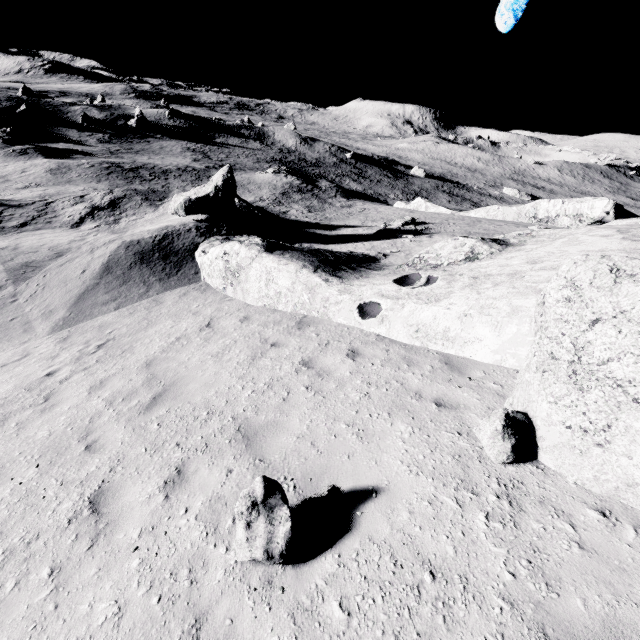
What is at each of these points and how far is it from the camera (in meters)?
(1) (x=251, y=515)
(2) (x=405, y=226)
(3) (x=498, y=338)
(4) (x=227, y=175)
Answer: (1) stone, 3.45
(2) stone, 24.95
(3) stone, 6.08
(4) stone, 18.48

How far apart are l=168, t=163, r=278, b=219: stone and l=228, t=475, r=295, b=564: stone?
18.0 meters

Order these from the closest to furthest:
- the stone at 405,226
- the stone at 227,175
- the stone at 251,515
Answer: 1. the stone at 251,515
2. the stone at 227,175
3. the stone at 405,226

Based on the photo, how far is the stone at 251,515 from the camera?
3.3 meters

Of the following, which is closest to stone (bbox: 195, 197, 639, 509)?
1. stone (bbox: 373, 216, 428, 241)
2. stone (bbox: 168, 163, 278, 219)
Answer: stone (bbox: 168, 163, 278, 219)

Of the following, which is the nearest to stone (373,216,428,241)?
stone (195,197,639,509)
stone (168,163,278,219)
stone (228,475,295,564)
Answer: stone (195,197,639,509)

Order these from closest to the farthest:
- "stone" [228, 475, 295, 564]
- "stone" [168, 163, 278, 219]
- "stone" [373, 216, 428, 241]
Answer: "stone" [228, 475, 295, 564], "stone" [168, 163, 278, 219], "stone" [373, 216, 428, 241]

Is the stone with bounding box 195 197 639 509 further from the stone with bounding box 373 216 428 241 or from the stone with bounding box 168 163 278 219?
the stone with bounding box 373 216 428 241
